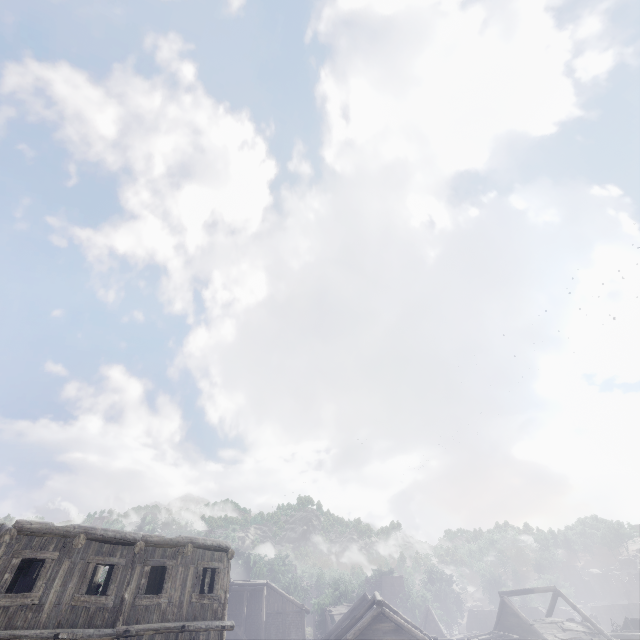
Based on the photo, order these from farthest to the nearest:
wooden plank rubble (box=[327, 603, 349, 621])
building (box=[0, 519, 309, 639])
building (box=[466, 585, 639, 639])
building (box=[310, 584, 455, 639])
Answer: wooden plank rubble (box=[327, 603, 349, 621]) < building (box=[466, 585, 639, 639]) < building (box=[310, 584, 455, 639]) < building (box=[0, 519, 309, 639])

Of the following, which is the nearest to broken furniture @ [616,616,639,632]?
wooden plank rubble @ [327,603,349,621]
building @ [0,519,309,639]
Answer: building @ [0,519,309,639]

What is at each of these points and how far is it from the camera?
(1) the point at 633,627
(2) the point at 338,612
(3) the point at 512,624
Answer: (1) broken furniture, 28.1 meters
(2) wooden plank rubble, 41.8 meters
(3) building, 27.0 meters

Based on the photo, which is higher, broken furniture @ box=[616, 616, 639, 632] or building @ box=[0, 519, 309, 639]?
building @ box=[0, 519, 309, 639]

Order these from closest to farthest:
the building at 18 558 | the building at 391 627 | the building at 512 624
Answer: the building at 18 558 < the building at 391 627 < the building at 512 624

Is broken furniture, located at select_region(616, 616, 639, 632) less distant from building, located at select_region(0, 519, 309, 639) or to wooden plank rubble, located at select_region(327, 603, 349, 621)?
building, located at select_region(0, 519, 309, 639)

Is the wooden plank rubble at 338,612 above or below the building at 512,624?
above
